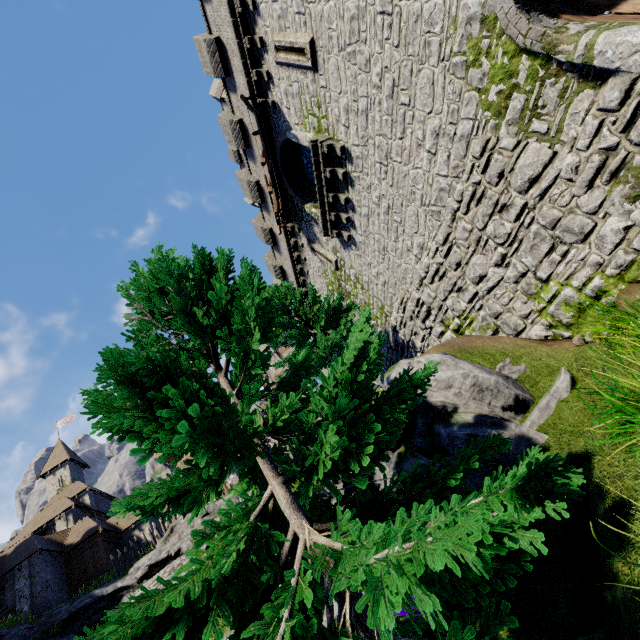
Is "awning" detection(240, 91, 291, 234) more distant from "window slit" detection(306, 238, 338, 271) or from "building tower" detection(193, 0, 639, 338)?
"window slit" detection(306, 238, 338, 271)

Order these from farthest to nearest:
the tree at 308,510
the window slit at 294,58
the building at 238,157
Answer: the building at 238,157
the window slit at 294,58
the tree at 308,510

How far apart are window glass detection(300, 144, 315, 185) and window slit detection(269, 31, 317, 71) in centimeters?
284cm

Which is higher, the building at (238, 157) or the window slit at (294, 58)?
the building at (238, 157)

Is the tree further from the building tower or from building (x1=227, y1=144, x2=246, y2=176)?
building (x1=227, y1=144, x2=246, y2=176)

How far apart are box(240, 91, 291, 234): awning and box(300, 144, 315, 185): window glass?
1.4 meters

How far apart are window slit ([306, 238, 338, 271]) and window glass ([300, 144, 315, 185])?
2.6m

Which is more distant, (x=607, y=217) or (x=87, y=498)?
(x=87, y=498)
